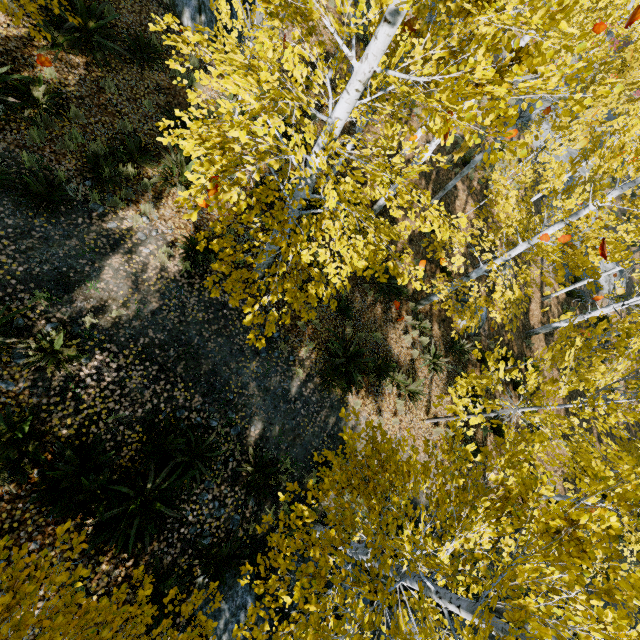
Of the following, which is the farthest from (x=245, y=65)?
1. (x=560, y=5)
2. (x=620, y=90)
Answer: (x=620, y=90)

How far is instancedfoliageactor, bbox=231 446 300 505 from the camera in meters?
6.3 m

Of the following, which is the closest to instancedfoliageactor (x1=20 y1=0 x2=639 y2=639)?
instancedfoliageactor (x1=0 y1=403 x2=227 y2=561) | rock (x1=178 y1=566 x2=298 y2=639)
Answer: rock (x1=178 y1=566 x2=298 y2=639)

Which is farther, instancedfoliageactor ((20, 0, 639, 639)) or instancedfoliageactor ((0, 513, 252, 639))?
instancedfoliageactor ((20, 0, 639, 639))

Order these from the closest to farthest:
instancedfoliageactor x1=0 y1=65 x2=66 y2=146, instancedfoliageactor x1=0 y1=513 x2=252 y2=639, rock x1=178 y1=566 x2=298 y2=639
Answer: instancedfoliageactor x1=0 y1=513 x2=252 y2=639 → rock x1=178 y1=566 x2=298 y2=639 → instancedfoliageactor x1=0 y1=65 x2=66 y2=146

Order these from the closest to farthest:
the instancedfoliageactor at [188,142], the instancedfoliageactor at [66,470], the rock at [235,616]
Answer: the instancedfoliageactor at [188,142]
the instancedfoliageactor at [66,470]
the rock at [235,616]

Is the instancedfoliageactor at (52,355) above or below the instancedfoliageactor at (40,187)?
below
